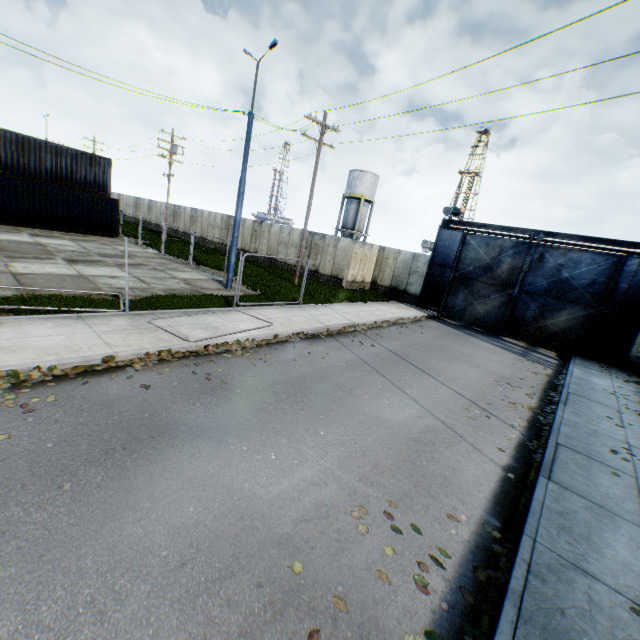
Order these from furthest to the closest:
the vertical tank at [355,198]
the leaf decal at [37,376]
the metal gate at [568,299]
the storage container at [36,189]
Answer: the vertical tank at [355,198] < the storage container at [36,189] < the metal gate at [568,299] < the leaf decal at [37,376]

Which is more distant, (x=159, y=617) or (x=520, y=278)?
(x=520, y=278)

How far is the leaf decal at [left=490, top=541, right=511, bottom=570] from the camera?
4.05m

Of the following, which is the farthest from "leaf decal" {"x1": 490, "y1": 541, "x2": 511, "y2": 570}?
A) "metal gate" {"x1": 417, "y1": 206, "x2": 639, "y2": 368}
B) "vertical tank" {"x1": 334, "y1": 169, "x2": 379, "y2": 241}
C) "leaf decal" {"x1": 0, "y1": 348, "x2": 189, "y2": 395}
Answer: "vertical tank" {"x1": 334, "y1": 169, "x2": 379, "y2": 241}

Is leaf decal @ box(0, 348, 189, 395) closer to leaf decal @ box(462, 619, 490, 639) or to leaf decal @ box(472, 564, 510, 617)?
leaf decal @ box(462, 619, 490, 639)

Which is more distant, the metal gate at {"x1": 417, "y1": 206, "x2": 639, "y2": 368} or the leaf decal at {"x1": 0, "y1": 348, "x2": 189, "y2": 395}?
the metal gate at {"x1": 417, "y1": 206, "x2": 639, "y2": 368}

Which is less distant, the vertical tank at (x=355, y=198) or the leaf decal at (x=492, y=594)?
the leaf decal at (x=492, y=594)

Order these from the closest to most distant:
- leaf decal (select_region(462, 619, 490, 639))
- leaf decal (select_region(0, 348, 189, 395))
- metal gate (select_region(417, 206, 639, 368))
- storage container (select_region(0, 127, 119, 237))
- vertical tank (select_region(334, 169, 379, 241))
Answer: leaf decal (select_region(462, 619, 490, 639)), leaf decal (select_region(0, 348, 189, 395)), metal gate (select_region(417, 206, 639, 368)), storage container (select_region(0, 127, 119, 237)), vertical tank (select_region(334, 169, 379, 241))
